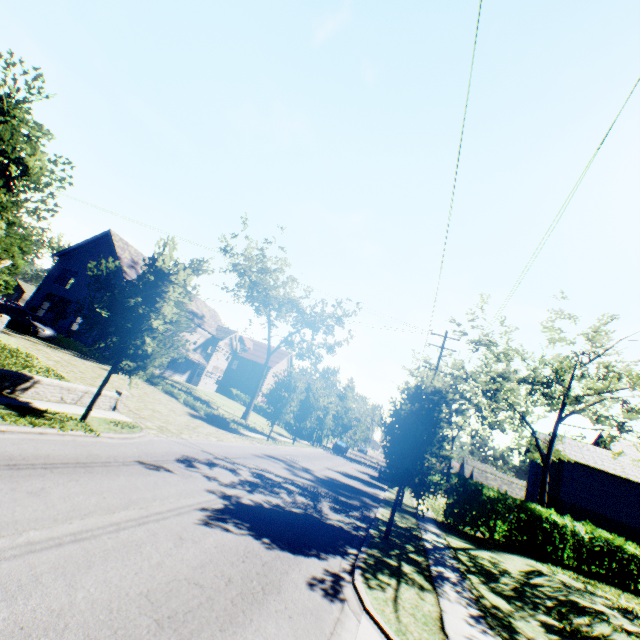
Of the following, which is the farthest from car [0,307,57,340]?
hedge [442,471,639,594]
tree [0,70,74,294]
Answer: hedge [442,471,639,594]

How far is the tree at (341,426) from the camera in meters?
26.5

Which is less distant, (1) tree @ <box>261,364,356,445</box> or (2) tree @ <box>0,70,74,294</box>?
(2) tree @ <box>0,70,74,294</box>

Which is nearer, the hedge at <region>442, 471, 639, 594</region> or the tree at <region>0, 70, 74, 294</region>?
the tree at <region>0, 70, 74, 294</region>

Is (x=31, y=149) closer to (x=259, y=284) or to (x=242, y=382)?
(x=259, y=284)

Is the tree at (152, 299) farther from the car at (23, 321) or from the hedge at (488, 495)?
the car at (23, 321)
